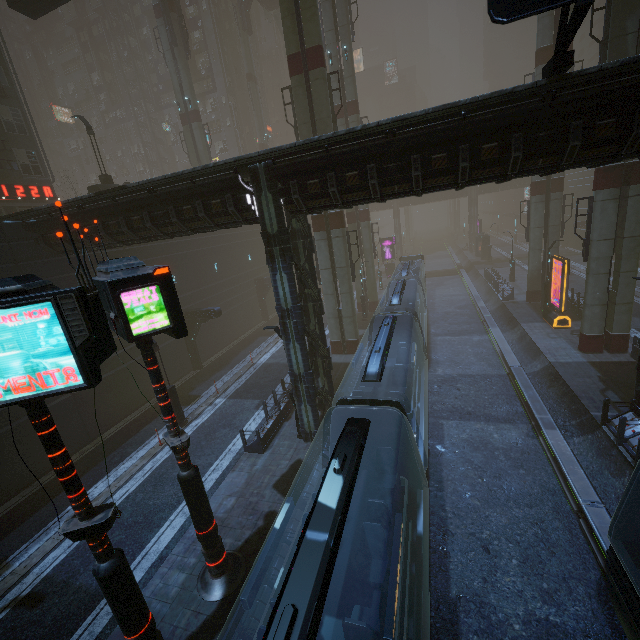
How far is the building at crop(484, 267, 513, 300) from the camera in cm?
3022

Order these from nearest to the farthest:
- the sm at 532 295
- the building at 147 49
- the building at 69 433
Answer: the building at 69 433, the sm at 532 295, the building at 147 49

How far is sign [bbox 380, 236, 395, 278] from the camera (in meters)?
47.22

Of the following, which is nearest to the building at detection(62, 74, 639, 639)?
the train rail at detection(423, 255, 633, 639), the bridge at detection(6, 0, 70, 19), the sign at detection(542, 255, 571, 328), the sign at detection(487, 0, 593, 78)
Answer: the train rail at detection(423, 255, 633, 639)

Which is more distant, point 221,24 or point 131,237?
point 221,24

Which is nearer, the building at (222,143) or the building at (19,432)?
the building at (19,432)

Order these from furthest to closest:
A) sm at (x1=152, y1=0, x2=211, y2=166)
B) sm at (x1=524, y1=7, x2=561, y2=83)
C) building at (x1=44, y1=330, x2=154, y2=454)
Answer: sm at (x1=152, y1=0, x2=211, y2=166)
sm at (x1=524, y1=7, x2=561, y2=83)
building at (x1=44, y1=330, x2=154, y2=454)

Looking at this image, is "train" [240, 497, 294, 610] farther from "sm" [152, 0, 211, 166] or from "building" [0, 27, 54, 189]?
"sm" [152, 0, 211, 166]
